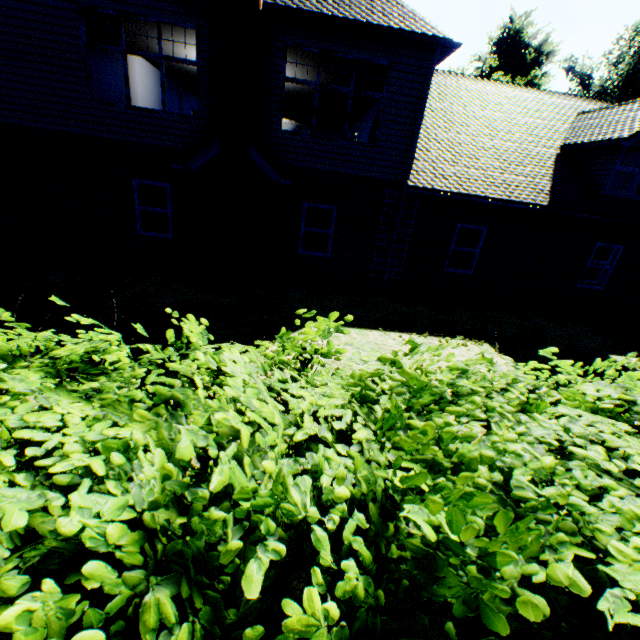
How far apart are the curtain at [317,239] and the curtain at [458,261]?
4.0m

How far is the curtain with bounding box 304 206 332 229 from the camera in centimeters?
1020cm

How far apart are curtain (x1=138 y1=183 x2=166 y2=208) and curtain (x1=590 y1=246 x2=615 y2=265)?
13.9 meters

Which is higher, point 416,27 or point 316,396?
point 416,27

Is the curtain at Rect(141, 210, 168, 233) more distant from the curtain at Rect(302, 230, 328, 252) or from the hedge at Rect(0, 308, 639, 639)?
the hedge at Rect(0, 308, 639, 639)

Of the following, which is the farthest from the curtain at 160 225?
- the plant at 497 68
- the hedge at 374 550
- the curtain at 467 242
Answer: the plant at 497 68

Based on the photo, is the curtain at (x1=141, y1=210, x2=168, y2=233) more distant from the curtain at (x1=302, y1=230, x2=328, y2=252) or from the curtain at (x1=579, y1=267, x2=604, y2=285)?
the curtain at (x1=579, y1=267, x2=604, y2=285)

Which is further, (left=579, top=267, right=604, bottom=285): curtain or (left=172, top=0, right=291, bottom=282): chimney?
(left=579, top=267, right=604, bottom=285): curtain
